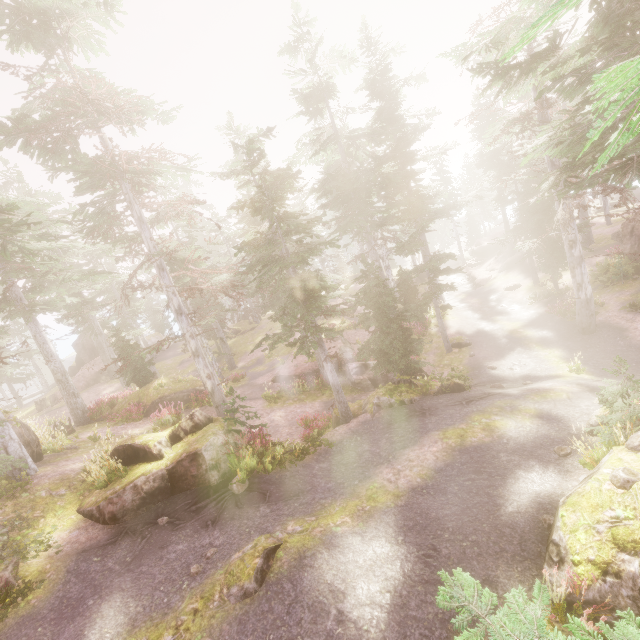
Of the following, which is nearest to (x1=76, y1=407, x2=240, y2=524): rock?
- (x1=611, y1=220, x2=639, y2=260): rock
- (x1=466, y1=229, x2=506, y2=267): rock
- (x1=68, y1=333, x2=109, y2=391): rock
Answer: (x1=611, y1=220, x2=639, y2=260): rock

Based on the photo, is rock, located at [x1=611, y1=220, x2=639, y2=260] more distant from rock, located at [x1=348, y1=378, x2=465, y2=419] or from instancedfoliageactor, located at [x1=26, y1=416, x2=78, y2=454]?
rock, located at [x1=348, y1=378, x2=465, y2=419]

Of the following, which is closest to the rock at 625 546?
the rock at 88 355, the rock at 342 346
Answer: the rock at 342 346

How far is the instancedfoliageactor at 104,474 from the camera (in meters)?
10.36

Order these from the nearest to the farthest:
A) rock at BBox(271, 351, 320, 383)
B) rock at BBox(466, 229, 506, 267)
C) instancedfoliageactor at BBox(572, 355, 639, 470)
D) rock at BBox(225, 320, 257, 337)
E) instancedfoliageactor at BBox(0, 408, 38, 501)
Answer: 1. instancedfoliageactor at BBox(572, 355, 639, 470)
2. instancedfoliageactor at BBox(0, 408, 38, 501)
3. rock at BBox(271, 351, 320, 383)
4. rock at BBox(225, 320, 257, 337)
5. rock at BBox(466, 229, 506, 267)

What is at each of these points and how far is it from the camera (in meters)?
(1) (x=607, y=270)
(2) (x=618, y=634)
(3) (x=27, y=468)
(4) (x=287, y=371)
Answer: (1) instancedfoliageactor, 23.50
(2) instancedfoliageactor, 2.65
(3) instancedfoliageactor, 9.24
(4) rock, 23.84

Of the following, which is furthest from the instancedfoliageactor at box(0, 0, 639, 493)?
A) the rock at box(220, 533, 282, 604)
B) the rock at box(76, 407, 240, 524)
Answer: the rock at box(220, 533, 282, 604)

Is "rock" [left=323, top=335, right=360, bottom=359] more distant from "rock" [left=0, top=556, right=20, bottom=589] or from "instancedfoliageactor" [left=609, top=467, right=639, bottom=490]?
"rock" [left=0, top=556, right=20, bottom=589]
